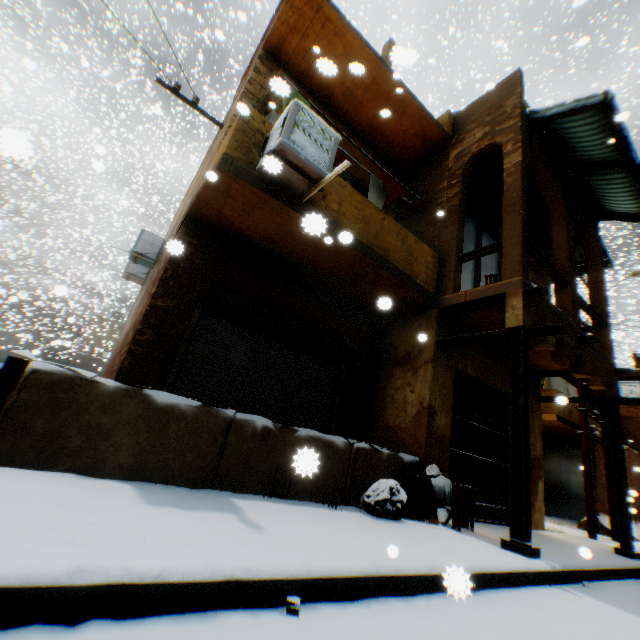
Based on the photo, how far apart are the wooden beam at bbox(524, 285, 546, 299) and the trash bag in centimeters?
294cm

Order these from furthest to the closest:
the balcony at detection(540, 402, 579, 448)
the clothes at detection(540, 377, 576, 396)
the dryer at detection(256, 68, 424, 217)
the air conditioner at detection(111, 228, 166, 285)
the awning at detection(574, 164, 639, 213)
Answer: the clothes at detection(540, 377, 576, 396), the balcony at detection(540, 402, 579, 448), the air conditioner at detection(111, 228, 166, 285), the awning at detection(574, 164, 639, 213), the dryer at detection(256, 68, 424, 217)

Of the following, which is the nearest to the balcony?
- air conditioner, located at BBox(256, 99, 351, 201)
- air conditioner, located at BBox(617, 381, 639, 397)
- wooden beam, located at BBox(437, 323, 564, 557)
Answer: air conditioner, located at BBox(617, 381, 639, 397)

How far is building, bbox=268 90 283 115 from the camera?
5.1m

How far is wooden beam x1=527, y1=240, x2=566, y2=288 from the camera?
6.1 meters

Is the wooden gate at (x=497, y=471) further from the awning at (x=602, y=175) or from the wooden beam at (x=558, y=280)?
the wooden beam at (x=558, y=280)

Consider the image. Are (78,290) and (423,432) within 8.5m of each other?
no

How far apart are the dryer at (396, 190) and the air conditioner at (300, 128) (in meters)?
1.42
